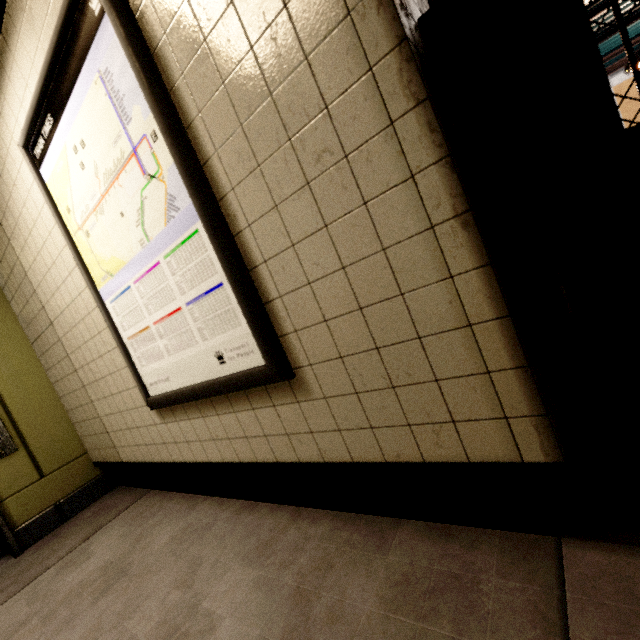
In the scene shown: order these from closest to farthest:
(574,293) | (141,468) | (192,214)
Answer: (192,214) → (574,293) → (141,468)

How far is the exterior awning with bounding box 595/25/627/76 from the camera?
5.4 meters

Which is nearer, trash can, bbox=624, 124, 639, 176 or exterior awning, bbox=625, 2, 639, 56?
trash can, bbox=624, 124, 639, 176

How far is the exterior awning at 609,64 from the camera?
5.4 meters

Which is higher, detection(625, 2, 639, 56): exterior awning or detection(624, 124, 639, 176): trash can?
detection(625, 2, 639, 56): exterior awning

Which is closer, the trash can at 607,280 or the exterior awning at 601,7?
the trash can at 607,280

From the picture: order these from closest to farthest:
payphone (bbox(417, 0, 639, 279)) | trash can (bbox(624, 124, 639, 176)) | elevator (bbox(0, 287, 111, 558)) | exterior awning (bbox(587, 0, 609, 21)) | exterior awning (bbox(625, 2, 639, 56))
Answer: payphone (bbox(417, 0, 639, 279)) < trash can (bbox(624, 124, 639, 176)) < elevator (bbox(0, 287, 111, 558)) < exterior awning (bbox(587, 0, 609, 21)) < exterior awning (bbox(625, 2, 639, 56))

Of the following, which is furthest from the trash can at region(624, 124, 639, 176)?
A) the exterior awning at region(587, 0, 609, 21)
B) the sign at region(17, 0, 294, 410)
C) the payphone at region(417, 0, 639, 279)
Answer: the exterior awning at region(587, 0, 609, 21)
